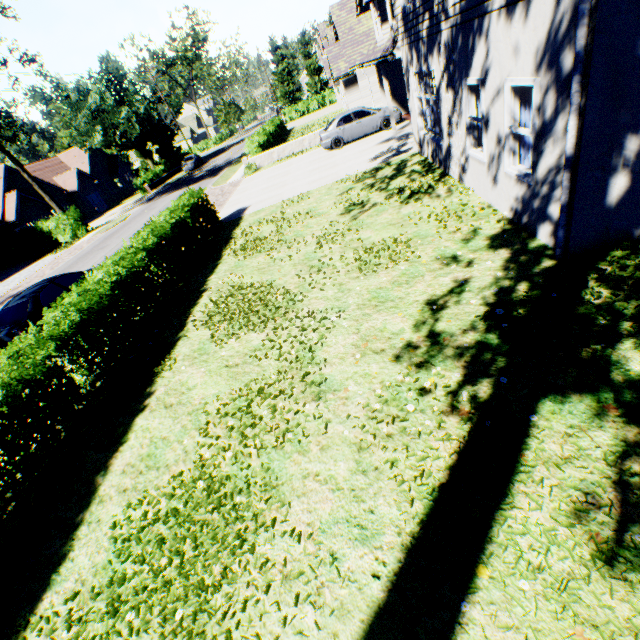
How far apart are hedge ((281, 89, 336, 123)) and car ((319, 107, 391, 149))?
34.82m

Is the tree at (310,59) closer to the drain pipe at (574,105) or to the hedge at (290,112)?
the drain pipe at (574,105)

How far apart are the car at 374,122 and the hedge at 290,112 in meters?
34.8

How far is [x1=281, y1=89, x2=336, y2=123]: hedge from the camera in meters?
48.1 m

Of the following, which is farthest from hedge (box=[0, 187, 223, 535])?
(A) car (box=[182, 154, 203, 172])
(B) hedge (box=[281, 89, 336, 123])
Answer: (B) hedge (box=[281, 89, 336, 123])

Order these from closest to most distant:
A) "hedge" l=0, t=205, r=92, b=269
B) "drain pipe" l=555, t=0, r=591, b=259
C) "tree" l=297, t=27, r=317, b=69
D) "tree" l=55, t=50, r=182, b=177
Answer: "drain pipe" l=555, t=0, r=591, b=259, "hedge" l=0, t=205, r=92, b=269, "tree" l=55, t=50, r=182, b=177, "tree" l=297, t=27, r=317, b=69

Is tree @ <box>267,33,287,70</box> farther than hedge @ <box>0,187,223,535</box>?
Yes

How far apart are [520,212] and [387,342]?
4.0m
